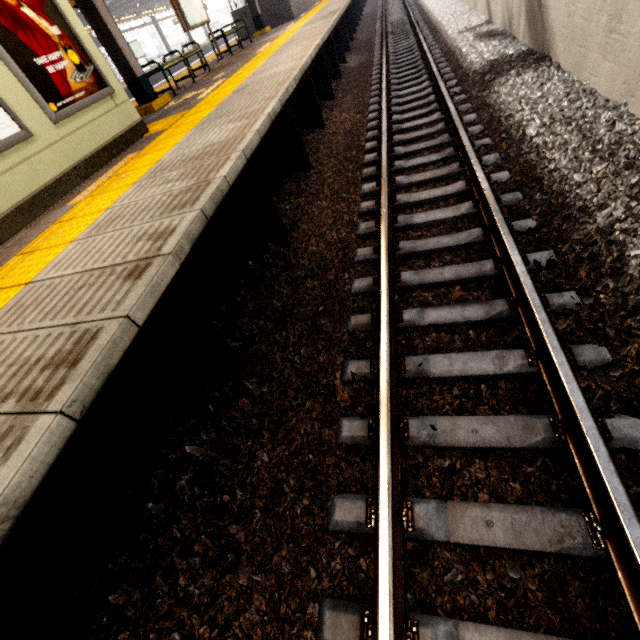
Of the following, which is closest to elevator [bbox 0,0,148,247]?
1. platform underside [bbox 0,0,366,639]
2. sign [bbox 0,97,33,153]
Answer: sign [bbox 0,97,33,153]

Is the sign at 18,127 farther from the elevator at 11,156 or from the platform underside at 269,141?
the platform underside at 269,141

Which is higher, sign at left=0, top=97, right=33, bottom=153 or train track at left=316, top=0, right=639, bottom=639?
sign at left=0, top=97, right=33, bottom=153

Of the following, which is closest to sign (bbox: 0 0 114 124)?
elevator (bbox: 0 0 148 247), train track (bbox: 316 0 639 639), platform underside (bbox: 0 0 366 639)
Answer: elevator (bbox: 0 0 148 247)

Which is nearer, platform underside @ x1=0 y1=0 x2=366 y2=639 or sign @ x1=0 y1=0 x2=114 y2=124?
platform underside @ x1=0 y1=0 x2=366 y2=639

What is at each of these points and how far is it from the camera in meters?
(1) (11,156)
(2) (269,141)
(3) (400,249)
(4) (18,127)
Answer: (1) elevator, 3.3
(2) platform underside, 5.1
(3) train track, 3.4
(4) sign, 3.4

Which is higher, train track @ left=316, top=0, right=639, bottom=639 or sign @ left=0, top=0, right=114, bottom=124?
sign @ left=0, top=0, right=114, bottom=124

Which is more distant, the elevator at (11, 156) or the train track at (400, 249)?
the elevator at (11, 156)
